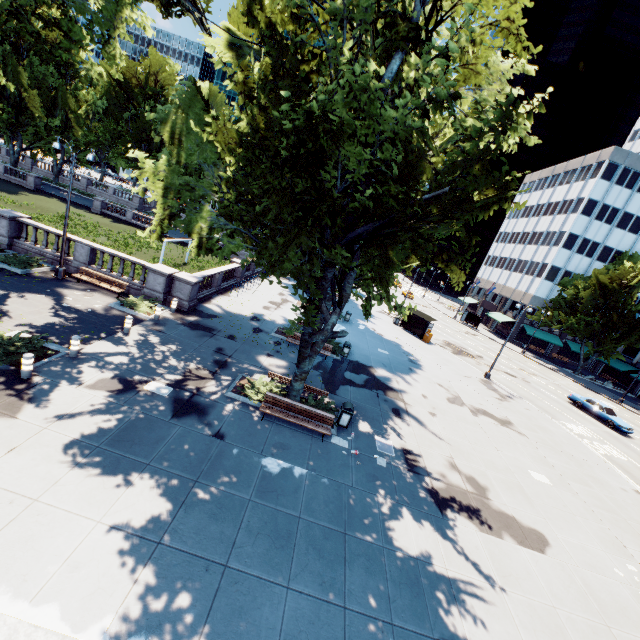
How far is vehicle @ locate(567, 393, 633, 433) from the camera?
28.1 meters

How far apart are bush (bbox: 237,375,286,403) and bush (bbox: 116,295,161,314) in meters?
7.7 m

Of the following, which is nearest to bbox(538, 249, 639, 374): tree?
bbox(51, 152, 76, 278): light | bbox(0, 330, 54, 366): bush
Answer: bbox(51, 152, 76, 278): light

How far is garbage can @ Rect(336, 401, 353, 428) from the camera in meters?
13.9

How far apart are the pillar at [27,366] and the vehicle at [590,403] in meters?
40.4 m

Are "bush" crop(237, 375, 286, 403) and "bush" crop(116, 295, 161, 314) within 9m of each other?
yes

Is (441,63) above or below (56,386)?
above

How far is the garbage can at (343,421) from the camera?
13.89m
